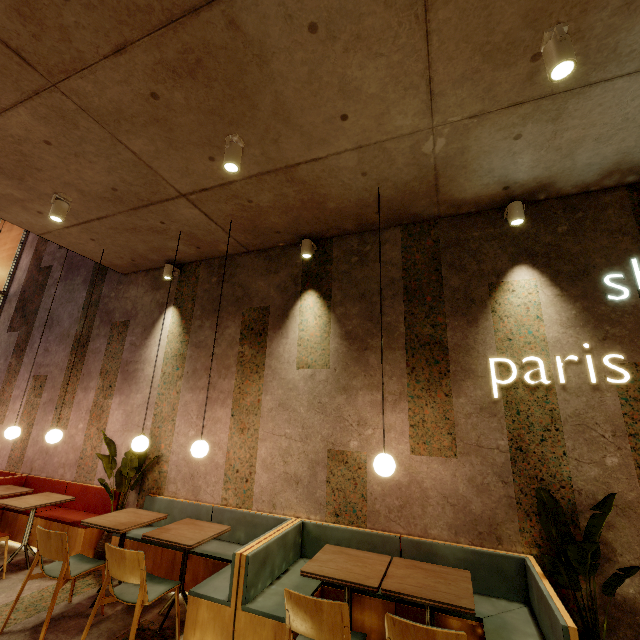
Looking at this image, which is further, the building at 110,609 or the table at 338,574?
the building at 110,609

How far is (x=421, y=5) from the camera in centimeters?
213cm

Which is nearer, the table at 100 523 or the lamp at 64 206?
the table at 100 523

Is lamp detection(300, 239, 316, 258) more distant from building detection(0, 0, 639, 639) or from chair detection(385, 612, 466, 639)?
chair detection(385, 612, 466, 639)

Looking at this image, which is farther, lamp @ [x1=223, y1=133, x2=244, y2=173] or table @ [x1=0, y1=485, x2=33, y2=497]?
table @ [x1=0, y1=485, x2=33, y2=497]

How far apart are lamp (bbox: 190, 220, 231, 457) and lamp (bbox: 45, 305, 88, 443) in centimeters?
244cm

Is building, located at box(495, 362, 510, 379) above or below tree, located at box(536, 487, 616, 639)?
above

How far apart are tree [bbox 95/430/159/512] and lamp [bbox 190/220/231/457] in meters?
1.4
